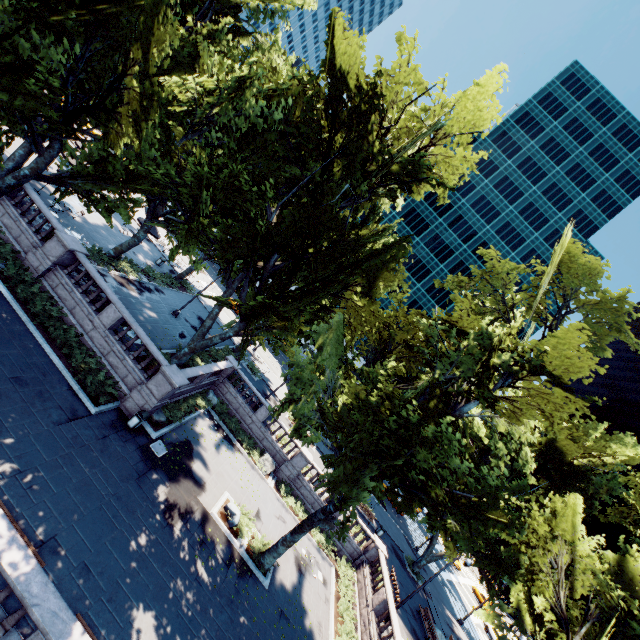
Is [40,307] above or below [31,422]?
above

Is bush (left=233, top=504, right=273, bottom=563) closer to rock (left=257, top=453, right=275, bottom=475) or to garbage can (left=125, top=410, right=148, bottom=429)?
rock (left=257, top=453, right=275, bottom=475)

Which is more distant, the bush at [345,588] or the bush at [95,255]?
the bush at [95,255]

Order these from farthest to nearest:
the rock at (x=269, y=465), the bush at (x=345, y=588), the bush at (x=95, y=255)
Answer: the rock at (x=269, y=465) → the bush at (x=95, y=255) → the bush at (x=345, y=588)

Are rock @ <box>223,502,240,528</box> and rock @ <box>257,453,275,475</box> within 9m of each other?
yes

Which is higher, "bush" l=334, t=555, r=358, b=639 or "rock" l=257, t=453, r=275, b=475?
"rock" l=257, t=453, r=275, b=475

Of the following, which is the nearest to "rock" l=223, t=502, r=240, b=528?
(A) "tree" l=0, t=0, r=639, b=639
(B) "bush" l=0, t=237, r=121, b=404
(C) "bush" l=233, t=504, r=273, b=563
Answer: (C) "bush" l=233, t=504, r=273, b=563

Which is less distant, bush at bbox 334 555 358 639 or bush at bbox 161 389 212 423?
bush at bbox 334 555 358 639
